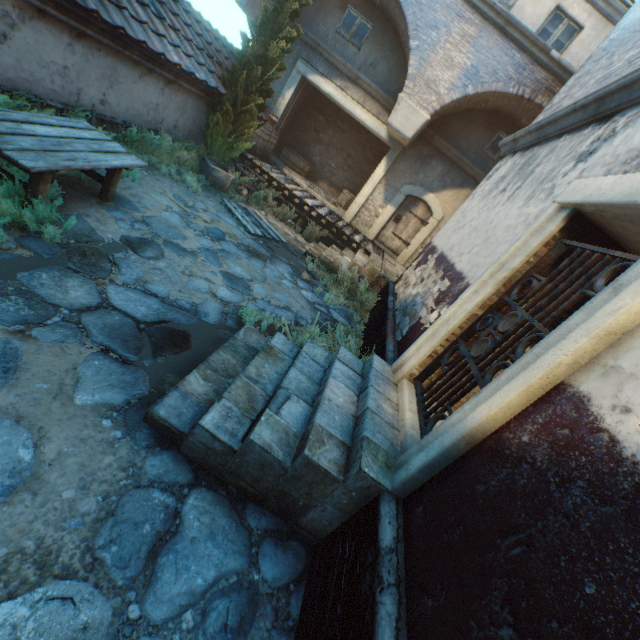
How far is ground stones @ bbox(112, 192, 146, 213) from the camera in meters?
5.2

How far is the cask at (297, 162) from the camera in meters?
13.1 m

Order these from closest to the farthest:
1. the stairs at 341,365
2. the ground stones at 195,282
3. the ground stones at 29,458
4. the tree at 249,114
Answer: the ground stones at 29,458
the stairs at 341,365
the ground stones at 195,282
the tree at 249,114

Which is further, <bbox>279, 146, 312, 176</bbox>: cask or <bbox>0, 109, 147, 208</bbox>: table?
<bbox>279, 146, 312, 176</bbox>: cask

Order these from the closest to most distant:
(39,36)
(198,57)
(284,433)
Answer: (284,433), (39,36), (198,57)

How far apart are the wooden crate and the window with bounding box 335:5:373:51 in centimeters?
588cm

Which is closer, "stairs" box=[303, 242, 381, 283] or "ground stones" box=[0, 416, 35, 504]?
"ground stones" box=[0, 416, 35, 504]

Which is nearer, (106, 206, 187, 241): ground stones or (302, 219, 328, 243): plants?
(106, 206, 187, 241): ground stones
